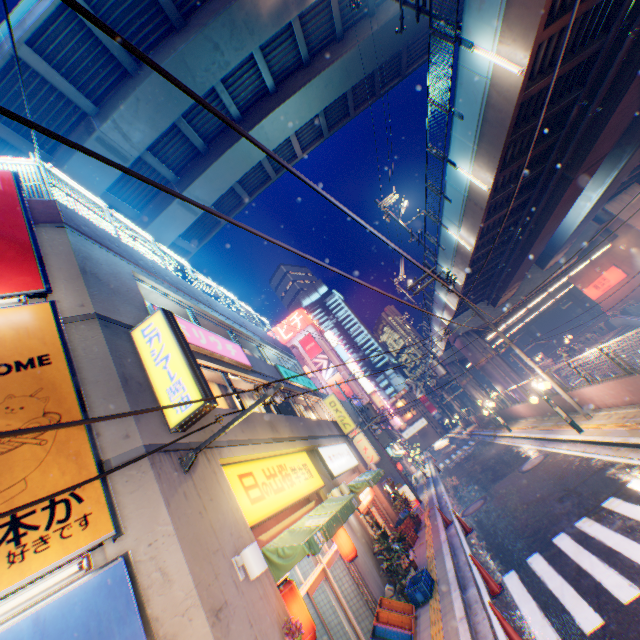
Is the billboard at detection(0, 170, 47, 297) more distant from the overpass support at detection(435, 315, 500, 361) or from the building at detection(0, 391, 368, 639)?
the overpass support at detection(435, 315, 500, 361)

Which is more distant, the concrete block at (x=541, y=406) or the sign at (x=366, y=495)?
the concrete block at (x=541, y=406)

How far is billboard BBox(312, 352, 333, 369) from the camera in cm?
5481

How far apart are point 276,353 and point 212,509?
13.15m

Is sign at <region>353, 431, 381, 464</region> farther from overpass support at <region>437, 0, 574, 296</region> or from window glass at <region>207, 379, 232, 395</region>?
window glass at <region>207, 379, 232, 395</region>

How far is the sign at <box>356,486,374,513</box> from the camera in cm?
1306

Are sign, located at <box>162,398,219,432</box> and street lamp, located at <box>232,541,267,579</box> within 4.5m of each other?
yes

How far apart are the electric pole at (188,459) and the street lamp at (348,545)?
5.7m
